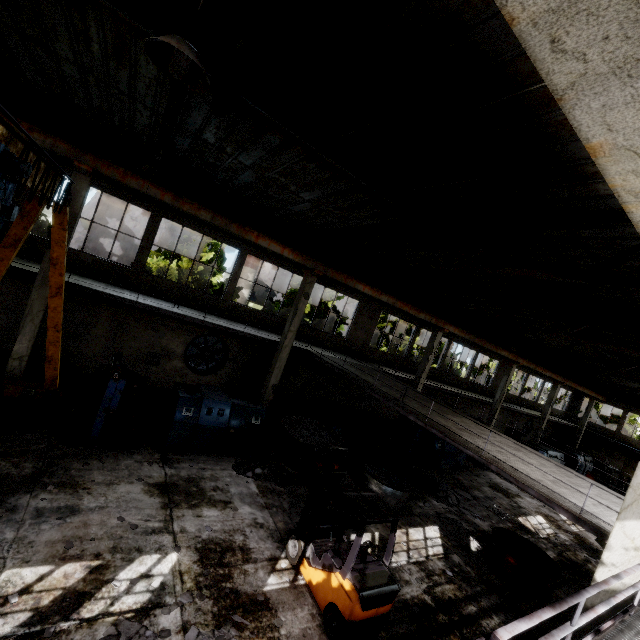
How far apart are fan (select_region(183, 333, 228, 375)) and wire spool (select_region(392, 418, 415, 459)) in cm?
961

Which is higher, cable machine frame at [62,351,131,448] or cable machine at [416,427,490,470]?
cable machine frame at [62,351,131,448]

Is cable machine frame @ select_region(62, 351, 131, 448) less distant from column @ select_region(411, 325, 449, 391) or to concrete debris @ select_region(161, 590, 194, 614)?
concrete debris @ select_region(161, 590, 194, 614)

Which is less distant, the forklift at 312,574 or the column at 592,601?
the column at 592,601

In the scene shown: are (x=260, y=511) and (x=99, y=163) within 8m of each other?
no

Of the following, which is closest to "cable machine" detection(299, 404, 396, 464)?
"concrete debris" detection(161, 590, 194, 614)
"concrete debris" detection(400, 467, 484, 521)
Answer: "concrete debris" detection(400, 467, 484, 521)

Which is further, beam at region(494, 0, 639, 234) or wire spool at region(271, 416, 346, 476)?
wire spool at region(271, 416, 346, 476)

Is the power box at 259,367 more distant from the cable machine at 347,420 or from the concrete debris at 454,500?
the concrete debris at 454,500
